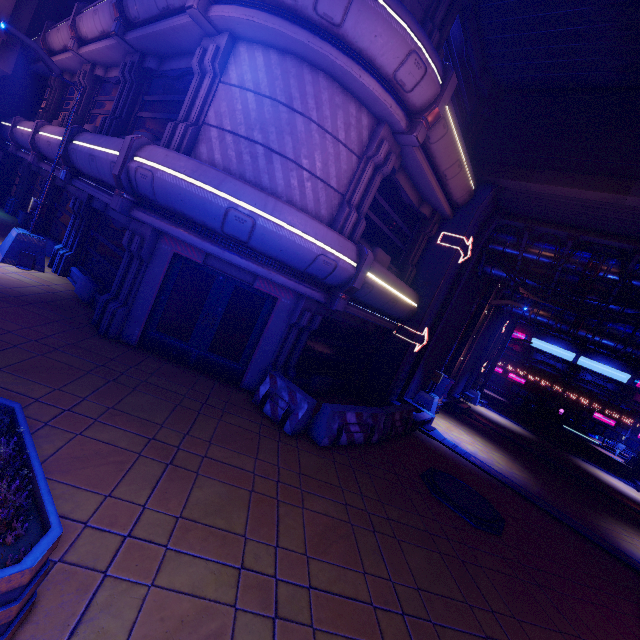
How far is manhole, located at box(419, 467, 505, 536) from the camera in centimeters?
721cm

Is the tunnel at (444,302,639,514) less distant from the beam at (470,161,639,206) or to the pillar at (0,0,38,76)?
the beam at (470,161,639,206)

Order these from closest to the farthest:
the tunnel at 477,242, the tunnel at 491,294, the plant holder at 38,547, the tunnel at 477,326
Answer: the plant holder at 38,547, the tunnel at 477,242, the tunnel at 477,326, the tunnel at 491,294

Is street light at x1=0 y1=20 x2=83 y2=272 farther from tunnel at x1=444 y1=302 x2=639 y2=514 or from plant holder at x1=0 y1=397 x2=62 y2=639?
tunnel at x1=444 y1=302 x2=639 y2=514

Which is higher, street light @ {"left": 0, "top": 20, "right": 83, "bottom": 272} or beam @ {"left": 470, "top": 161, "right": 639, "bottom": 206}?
beam @ {"left": 470, "top": 161, "right": 639, "bottom": 206}

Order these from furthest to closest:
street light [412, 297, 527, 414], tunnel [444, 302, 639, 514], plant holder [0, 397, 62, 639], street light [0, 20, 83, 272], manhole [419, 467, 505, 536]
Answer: tunnel [444, 302, 639, 514], street light [412, 297, 527, 414], street light [0, 20, 83, 272], manhole [419, 467, 505, 536], plant holder [0, 397, 62, 639]

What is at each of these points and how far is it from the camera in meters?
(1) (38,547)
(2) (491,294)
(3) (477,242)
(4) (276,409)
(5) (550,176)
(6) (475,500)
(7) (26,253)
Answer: (1) plant holder, 2.3
(2) tunnel, 18.8
(3) tunnel, 13.4
(4) fence, 7.6
(5) beam, 10.1
(6) manhole, 8.1
(7) street light, 10.0

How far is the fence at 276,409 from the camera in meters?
7.5
